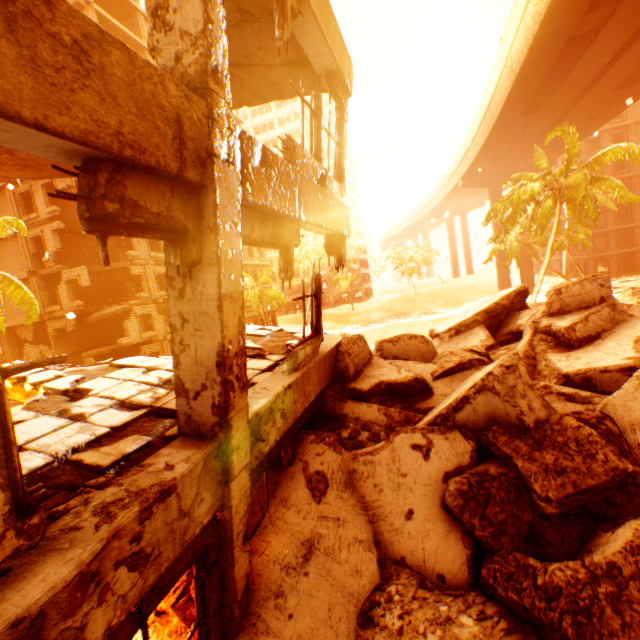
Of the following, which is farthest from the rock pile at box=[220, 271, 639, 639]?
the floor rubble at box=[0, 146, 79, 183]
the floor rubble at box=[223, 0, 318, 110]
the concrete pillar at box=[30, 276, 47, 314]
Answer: the concrete pillar at box=[30, 276, 47, 314]

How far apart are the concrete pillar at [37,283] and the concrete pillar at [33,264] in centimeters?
38cm

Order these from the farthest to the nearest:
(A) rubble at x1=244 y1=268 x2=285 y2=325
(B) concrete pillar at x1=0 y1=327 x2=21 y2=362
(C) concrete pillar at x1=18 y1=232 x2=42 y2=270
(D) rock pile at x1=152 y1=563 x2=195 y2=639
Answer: (A) rubble at x1=244 y1=268 x2=285 y2=325 < (B) concrete pillar at x1=0 y1=327 x2=21 y2=362 < (C) concrete pillar at x1=18 y1=232 x2=42 y2=270 < (D) rock pile at x1=152 y1=563 x2=195 y2=639

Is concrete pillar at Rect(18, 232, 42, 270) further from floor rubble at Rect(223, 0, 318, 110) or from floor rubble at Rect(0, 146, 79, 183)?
floor rubble at Rect(0, 146, 79, 183)

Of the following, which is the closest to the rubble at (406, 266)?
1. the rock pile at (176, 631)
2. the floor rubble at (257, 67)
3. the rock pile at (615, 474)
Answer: the rock pile at (615, 474)

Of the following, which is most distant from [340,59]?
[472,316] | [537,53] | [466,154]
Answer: [466,154]

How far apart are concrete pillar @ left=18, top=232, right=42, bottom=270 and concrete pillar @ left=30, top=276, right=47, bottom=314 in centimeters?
38cm

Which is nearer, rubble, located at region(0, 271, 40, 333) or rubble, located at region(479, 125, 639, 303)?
rubble, located at region(0, 271, 40, 333)
